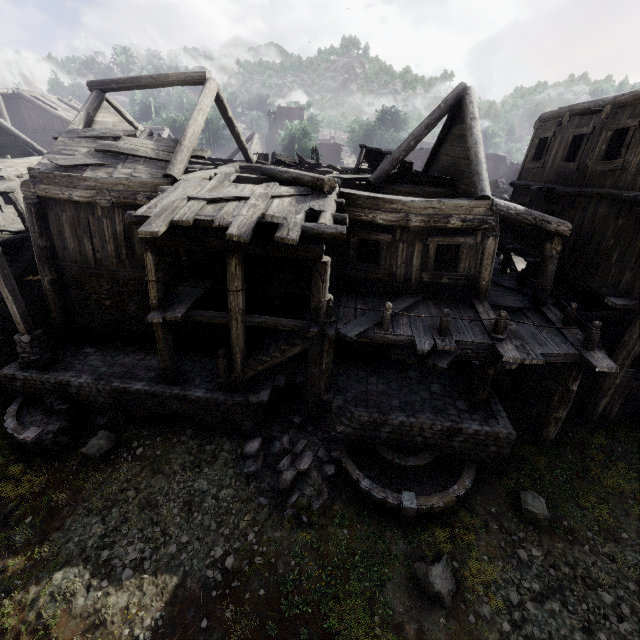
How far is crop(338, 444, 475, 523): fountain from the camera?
8.1 meters

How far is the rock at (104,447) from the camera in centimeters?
927cm

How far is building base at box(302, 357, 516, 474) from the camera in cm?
888

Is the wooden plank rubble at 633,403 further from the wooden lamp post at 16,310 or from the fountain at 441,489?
the wooden lamp post at 16,310

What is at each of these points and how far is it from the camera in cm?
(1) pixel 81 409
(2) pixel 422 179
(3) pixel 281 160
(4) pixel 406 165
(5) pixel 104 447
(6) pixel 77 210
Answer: (1) fountain, 1052
(2) wooden plank rubble, 1159
(3) broken furniture, 1507
(4) broken furniture, 1359
(5) rock, 949
(6) building, 1030

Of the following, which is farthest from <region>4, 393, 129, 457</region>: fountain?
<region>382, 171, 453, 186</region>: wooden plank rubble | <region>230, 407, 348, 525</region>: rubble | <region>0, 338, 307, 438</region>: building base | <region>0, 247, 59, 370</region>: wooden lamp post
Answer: <region>382, 171, 453, 186</region>: wooden plank rubble

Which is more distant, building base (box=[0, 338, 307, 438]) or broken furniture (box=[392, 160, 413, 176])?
broken furniture (box=[392, 160, 413, 176])

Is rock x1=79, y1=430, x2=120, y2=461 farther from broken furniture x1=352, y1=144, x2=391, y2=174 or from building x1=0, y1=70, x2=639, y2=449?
broken furniture x1=352, y1=144, x2=391, y2=174
